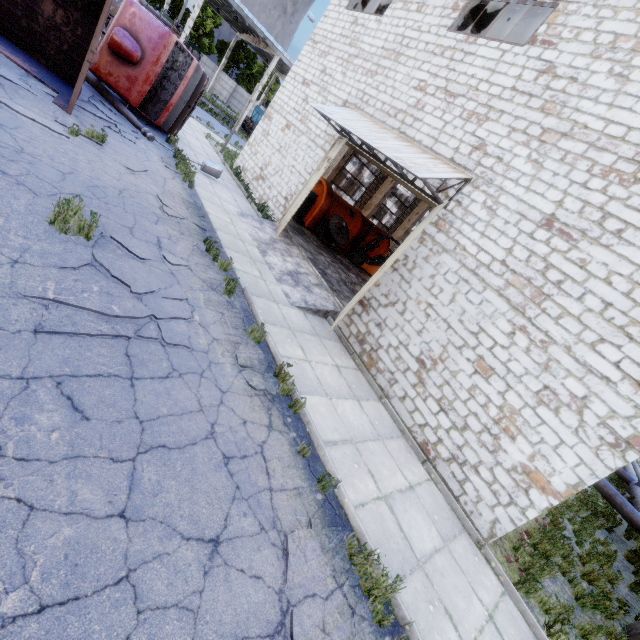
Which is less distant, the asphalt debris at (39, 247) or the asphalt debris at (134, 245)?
the asphalt debris at (39, 247)

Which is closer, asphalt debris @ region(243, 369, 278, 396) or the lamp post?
asphalt debris @ region(243, 369, 278, 396)

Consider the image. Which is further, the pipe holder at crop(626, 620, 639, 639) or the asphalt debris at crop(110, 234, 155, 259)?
the pipe holder at crop(626, 620, 639, 639)

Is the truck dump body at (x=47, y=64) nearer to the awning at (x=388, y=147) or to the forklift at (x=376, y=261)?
the awning at (x=388, y=147)

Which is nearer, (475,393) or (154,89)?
(475,393)

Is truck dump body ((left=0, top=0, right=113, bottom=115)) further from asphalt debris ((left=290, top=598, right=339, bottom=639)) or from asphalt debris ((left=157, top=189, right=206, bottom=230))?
asphalt debris ((left=290, top=598, right=339, bottom=639))

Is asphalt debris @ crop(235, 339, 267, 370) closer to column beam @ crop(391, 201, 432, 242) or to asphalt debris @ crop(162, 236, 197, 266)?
asphalt debris @ crop(162, 236, 197, 266)

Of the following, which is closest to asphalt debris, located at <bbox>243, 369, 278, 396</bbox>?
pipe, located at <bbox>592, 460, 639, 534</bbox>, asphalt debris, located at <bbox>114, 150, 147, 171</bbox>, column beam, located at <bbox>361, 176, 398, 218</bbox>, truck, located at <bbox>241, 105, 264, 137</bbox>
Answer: asphalt debris, located at <bbox>114, 150, 147, 171</bbox>
